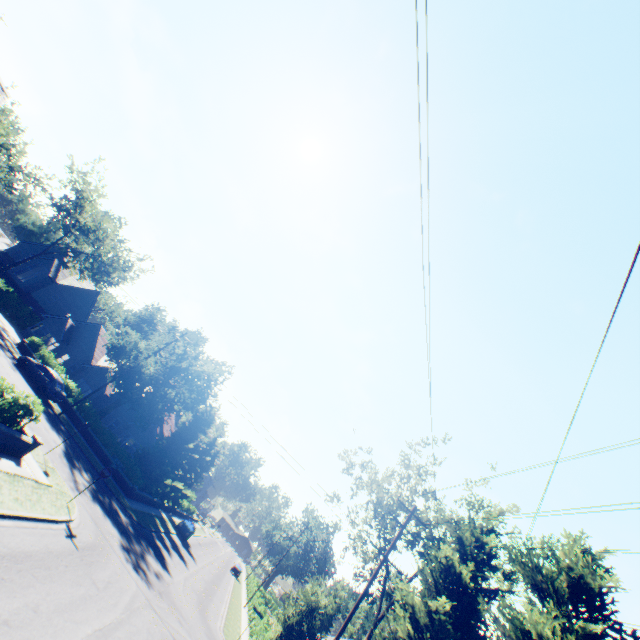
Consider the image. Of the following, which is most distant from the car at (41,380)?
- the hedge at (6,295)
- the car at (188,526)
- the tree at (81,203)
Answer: the car at (188,526)

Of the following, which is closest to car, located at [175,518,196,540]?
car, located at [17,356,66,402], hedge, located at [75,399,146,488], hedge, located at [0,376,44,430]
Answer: hedge, located at [75,399,146,488]

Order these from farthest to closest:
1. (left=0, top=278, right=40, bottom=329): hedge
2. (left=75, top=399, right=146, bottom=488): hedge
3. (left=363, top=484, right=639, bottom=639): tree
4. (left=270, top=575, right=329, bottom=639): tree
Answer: (left=0, top=278, right=40, bottom=329): hedge → (left=75, top=399, right=146, bottom=488): hedge → (left=270, top=575, right=329, bottom=639): tree → (left=363, top=484, right=639, bottom=639): tree

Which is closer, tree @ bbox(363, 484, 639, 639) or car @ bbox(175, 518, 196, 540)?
tree @ bbox(363, 484, 639, 639)

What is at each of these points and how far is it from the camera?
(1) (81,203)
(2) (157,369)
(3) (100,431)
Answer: (1) tree, 41.3 meters
(2) tree, 34.1 meters
(3) hedge, 29.4 meters

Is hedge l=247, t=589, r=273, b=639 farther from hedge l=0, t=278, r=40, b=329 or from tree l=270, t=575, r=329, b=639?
tree l=270, t=575, r=329, b=639

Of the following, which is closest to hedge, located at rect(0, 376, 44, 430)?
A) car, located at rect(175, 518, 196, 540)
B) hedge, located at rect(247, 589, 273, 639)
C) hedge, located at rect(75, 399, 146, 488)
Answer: hedge, located at rect(75, 399, 146, 488)

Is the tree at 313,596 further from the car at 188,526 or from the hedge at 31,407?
the hedge at 31,407
